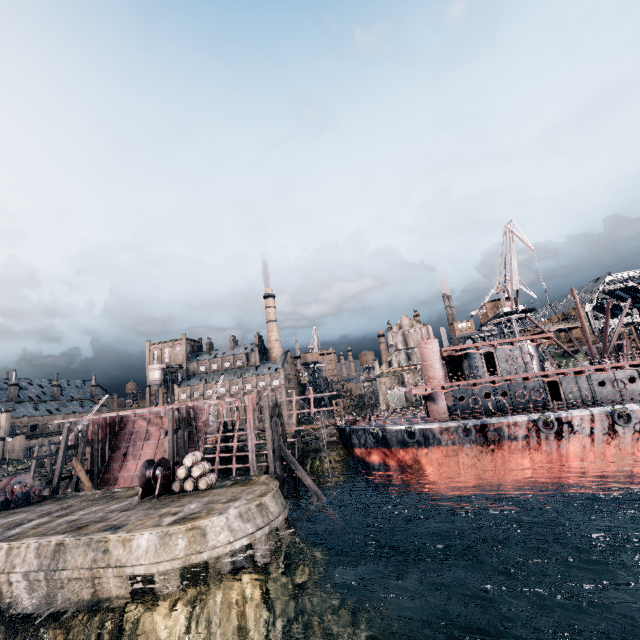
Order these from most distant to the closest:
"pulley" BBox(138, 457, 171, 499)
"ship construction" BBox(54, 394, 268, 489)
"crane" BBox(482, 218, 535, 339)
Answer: "crane" BBox(482, 218, 535, 339) → "ship construction" BBox(54, 394, 268, 489) → "pulley" BBox(138, 457, 171, 499)

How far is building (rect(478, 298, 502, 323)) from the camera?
55.5m

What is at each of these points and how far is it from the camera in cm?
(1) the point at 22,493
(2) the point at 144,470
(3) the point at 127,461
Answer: (1) pulley, 2761
(2) pulley, 2414
(3) ship construction, 3791

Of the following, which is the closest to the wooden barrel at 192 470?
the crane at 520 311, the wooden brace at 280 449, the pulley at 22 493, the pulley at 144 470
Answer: the pulley at 144 470

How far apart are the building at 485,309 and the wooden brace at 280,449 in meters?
43.7

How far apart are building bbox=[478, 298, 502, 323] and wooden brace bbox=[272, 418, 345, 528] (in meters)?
43.68

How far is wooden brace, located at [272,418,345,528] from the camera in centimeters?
2564cm

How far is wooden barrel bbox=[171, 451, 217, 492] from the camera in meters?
23.7 m
